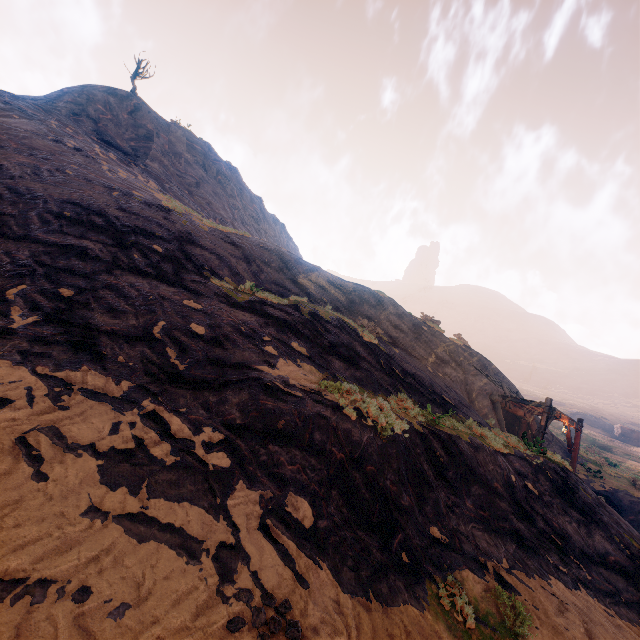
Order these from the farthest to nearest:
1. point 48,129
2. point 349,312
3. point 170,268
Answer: point 48,129 < point 349,312 < point 170,268

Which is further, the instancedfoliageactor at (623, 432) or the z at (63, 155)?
the instancedfoliageactor at (623, 432)

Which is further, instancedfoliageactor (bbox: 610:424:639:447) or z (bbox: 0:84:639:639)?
instancedfoliageactor (bbox: 610:424:639:447)
